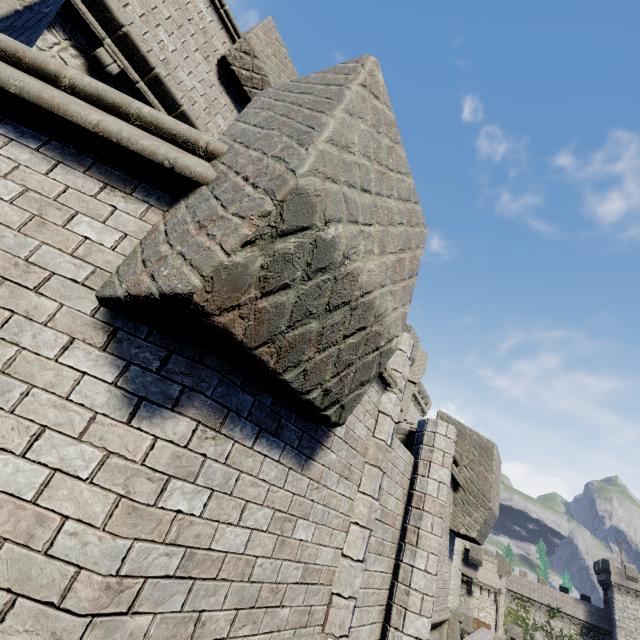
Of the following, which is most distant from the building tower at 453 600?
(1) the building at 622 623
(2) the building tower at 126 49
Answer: (2) the building tower at 126 49

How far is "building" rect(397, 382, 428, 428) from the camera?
53.8 meters

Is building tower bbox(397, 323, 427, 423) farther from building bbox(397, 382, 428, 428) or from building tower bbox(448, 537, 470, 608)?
building bbox(397, 382, 428, 428)

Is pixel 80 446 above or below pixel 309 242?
below

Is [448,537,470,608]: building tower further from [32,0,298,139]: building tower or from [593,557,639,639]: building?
[32,0,298,139]: building tower

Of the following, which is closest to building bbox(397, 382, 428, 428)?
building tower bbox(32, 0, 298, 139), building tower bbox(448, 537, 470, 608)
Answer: building tower bbox(448, 537, 470, 608)

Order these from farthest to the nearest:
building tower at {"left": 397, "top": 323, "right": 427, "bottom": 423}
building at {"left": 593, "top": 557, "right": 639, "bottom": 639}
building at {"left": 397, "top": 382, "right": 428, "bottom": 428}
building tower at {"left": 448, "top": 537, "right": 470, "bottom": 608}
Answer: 1. building at {"left": 397, "top": 382, "right": 428, "bottom": 428}
2. building at {"left": 593, "top": 557, "right": 639, "bottom": 639}
3. building tower at {"left": 448, "top": 537, "right": 470, "bottom": 608}
4. building tower at {"left": 397, "top": 323, "right": 427, "bottom": 423}

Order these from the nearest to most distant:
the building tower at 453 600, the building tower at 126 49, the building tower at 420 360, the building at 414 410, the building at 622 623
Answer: the building tower at 126 49, the building tower at 420 360, the building tower at 453 600, the building at 622 623, the building at 414 410
